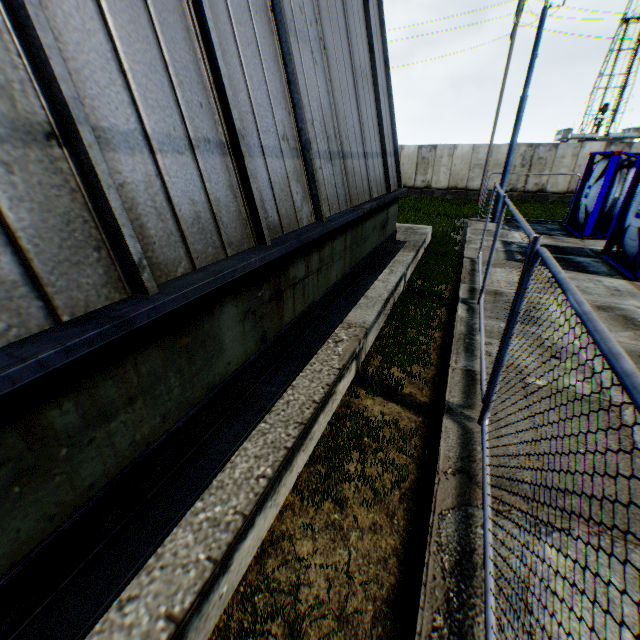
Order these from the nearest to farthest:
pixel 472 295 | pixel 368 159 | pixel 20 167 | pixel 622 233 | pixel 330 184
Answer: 1. pixel 20 167
2. pixel 330 184
3. pixel 368 159
4. pixel 472 295
5. pixel 622 233

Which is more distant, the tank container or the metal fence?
the tank container

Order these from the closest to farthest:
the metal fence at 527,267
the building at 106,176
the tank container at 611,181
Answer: the metal fence at 527,267, the building at 106,176, the tank container at 611,181

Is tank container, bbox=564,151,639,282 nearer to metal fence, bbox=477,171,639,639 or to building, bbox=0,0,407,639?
metal fence, bbox=477,171,639,639

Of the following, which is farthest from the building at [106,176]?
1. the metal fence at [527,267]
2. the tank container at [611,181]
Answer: the tank container at [611,181]

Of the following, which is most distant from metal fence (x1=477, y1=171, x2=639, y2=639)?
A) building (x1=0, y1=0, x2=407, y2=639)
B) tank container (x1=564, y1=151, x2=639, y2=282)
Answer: tank container (x1=564, y1=151, x2=639, y2=282)
